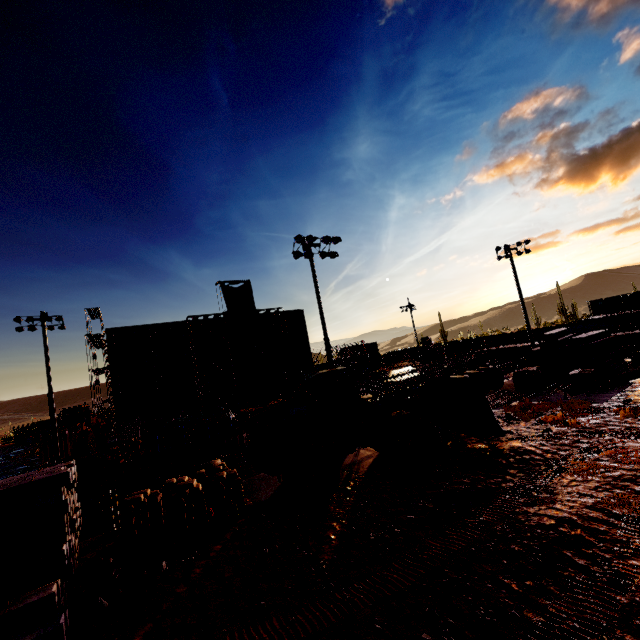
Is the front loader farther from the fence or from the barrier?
the fence

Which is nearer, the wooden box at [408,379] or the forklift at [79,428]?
the wooden box at [408,379]

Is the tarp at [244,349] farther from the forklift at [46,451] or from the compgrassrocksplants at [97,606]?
the compgrassrocksplants at [97,606]

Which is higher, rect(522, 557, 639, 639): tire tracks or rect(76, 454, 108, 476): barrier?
rect(76, 454, 108, 476): barrier

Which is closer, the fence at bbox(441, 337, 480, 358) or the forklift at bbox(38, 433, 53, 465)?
the forklift at bbox(38, 433, 53, 465)

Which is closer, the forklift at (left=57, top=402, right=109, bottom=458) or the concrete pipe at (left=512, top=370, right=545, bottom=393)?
the concrete pipe at (left=512, top=370, right=545, bottom=393)

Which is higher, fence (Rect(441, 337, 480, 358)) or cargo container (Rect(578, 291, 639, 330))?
cargo container (Rect(578, 291, 639, 330))

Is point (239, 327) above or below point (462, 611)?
above
